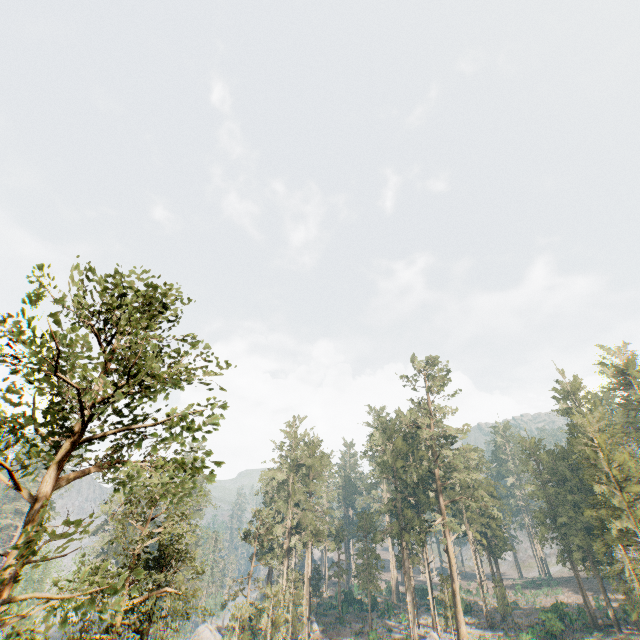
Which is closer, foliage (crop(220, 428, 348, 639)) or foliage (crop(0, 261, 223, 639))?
foliage (crop(0, 261, 223, 639))

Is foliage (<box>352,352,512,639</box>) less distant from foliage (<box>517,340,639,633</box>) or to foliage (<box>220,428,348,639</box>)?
foliage (<box>517,340,639,633</box>)

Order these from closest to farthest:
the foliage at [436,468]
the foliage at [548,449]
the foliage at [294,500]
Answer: the foliage at [548,449], the foliage at [294,500], the foliage at [436,468]

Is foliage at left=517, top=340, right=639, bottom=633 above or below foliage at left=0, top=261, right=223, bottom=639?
above

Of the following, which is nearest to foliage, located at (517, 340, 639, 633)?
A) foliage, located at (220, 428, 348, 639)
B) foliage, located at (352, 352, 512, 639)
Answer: foliage, located at (352, 352, 512, 639)

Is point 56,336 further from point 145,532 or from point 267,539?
point 267,539

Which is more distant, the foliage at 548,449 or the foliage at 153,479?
the foliage at 548,449
